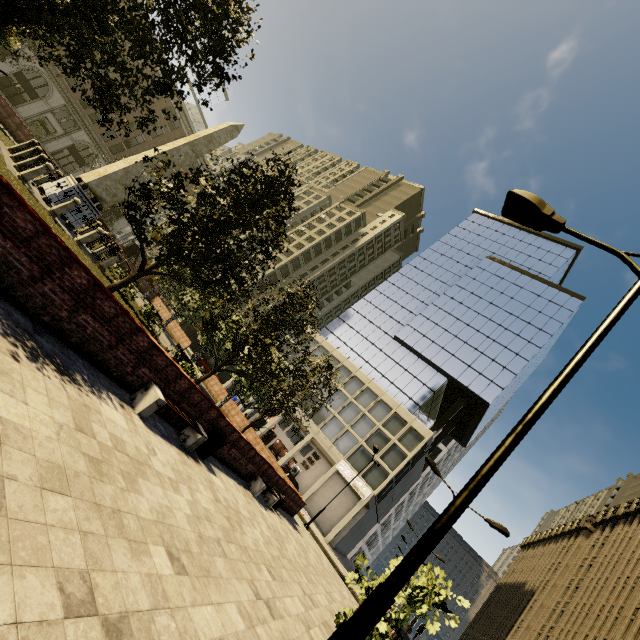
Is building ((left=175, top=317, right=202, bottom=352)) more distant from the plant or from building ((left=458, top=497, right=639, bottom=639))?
the plant

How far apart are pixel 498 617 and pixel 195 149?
70.4m

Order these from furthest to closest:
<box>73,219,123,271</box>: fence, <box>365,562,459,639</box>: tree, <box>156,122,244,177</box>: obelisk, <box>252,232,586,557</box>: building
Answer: <box>252,232,586,557</box>: building
<box>156,122,244,177</box>: obelisk
<box>73,219,123,271</box>: fence
<box>365,562,459,639</box>: tree

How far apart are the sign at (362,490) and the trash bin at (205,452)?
30.2 meters

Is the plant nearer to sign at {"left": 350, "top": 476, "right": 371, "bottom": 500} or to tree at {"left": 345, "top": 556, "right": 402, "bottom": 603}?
tree at {"left": 345, "top": 556, "right": 402, "bottom": 603}

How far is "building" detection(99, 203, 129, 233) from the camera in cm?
4891

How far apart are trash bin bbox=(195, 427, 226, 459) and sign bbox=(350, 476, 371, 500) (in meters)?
30.18
